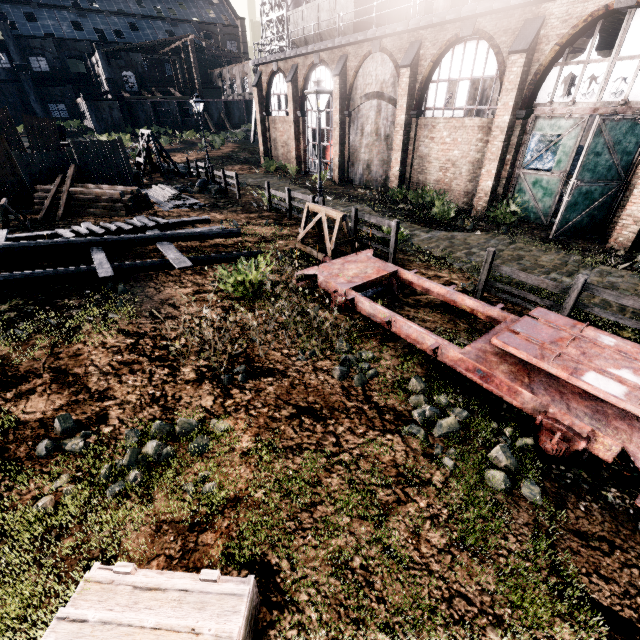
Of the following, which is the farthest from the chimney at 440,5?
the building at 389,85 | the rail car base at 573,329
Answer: the rail car base at 573,329

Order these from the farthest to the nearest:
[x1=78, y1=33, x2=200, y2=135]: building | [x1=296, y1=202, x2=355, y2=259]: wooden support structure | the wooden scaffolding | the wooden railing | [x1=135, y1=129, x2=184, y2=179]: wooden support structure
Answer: [x1=78, y1=33, x2=200, y2=135]: building
[x1=135, y1=129, x2=184, y2=179]: wooden support structure
[x1=296, y1=202, x2=355, y2=259]: wooden support structure
the wooden scaffolding
the wooden railing

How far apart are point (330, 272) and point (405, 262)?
4.0m

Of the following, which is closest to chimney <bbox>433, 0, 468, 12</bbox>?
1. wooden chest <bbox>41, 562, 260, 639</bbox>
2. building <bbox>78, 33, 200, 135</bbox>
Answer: building <bbox>78, 33, 200, 135</bbox>

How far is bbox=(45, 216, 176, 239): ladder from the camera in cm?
1174

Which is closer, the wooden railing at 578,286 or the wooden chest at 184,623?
the wooden chest at 184,623

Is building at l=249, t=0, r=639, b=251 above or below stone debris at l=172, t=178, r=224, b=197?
above

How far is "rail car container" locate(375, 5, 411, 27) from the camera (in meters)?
21.94
